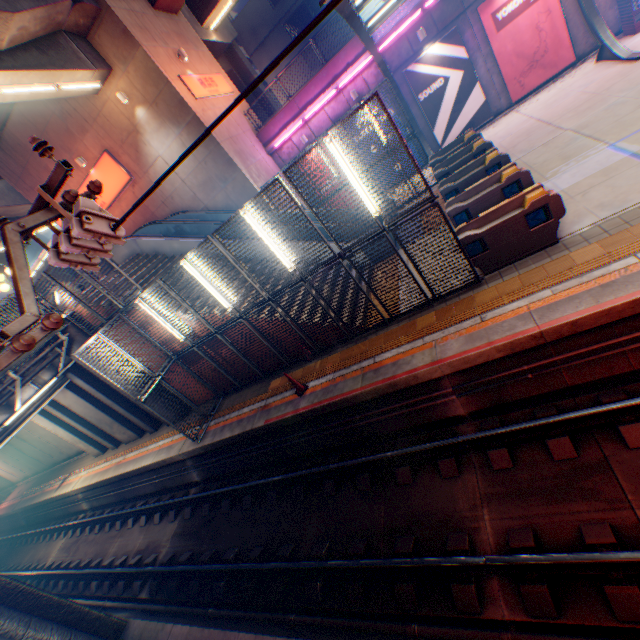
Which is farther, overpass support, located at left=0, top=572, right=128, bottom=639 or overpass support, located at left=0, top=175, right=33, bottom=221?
overpass support, located at left=0, top=175, right=33, bottom=221

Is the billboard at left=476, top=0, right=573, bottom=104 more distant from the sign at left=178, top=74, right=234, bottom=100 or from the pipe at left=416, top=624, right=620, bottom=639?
the pipe at left=416, top=624, right=620, bottom=639

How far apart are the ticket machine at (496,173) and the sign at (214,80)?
13.0m

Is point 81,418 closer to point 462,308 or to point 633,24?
point 462,308

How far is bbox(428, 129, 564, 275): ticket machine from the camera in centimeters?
704cm

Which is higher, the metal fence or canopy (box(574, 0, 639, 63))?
the metal fence

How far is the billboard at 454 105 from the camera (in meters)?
14.95

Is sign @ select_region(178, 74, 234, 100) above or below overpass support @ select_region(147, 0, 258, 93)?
below
